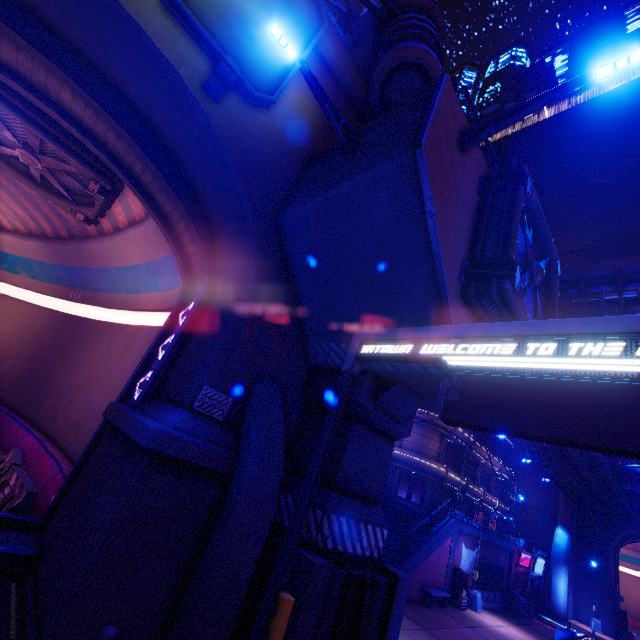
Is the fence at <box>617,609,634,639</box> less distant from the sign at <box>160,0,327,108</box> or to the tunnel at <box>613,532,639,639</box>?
the tunnel at <box>613,532,639,639</box>

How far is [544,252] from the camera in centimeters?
982cm

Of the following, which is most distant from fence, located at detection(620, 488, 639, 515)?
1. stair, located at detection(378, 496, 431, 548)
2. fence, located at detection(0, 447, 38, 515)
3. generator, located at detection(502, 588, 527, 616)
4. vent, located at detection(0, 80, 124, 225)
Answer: vent, located at detection(0, 80, 124, 225)

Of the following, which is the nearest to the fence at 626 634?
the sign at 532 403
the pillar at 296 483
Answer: the pillar at 296 483

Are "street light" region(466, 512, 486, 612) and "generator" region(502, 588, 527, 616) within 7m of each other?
yes

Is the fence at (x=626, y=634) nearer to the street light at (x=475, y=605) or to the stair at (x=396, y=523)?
the street light at (x=475, y=605)

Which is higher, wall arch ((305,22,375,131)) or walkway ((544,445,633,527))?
wall arch ((305,22,375,131))

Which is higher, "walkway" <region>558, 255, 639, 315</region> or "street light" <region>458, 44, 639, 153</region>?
"walkway" <region>558, 255, 639, 315</region>
